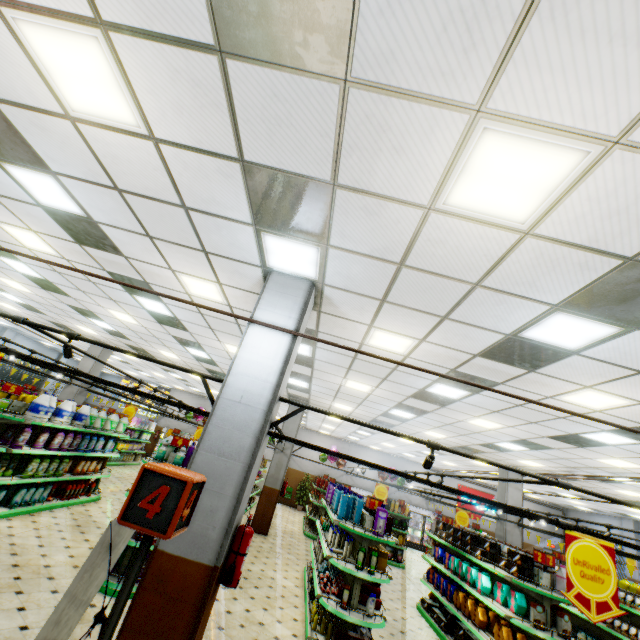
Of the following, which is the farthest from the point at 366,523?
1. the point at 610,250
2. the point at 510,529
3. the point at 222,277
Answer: the point at 510,529

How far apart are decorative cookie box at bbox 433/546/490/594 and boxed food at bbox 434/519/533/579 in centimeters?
27cm

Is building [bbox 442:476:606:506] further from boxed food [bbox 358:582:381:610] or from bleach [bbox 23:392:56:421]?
bleach [bbox 23:392:56:421]

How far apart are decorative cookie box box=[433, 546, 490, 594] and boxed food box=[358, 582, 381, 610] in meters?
2.3

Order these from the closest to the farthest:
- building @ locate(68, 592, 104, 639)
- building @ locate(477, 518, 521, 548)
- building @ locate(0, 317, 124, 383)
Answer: building @ locate(68, 592, 104, 639) < building @ locate(477, 518, 521, 548) < building @ locate(0, 317, 124, 383)

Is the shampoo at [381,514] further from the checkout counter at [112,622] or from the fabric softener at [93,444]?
the fabric softener at [93,444]

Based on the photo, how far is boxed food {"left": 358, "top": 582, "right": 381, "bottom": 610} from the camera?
5.88m

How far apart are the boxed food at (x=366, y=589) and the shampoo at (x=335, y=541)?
0.5m
